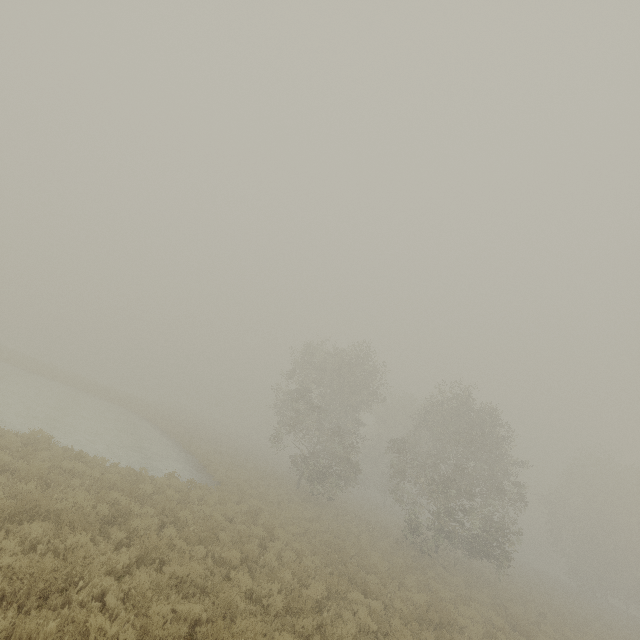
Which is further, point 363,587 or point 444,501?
point 444,501
